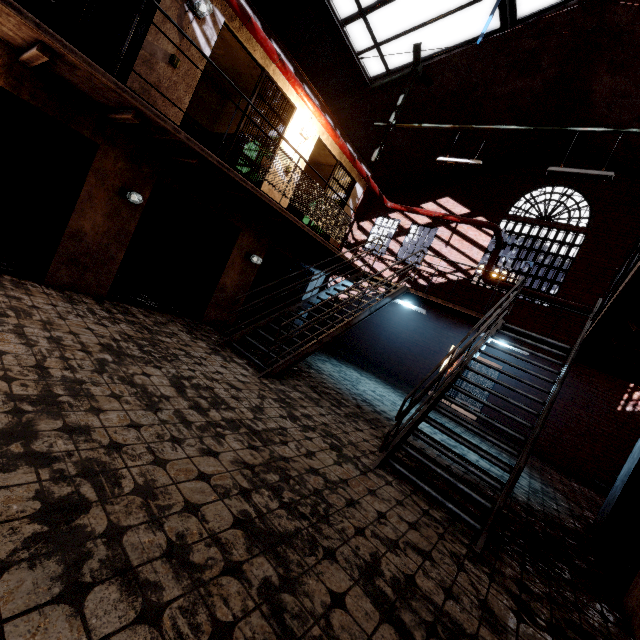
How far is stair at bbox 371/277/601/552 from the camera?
3.8 meters

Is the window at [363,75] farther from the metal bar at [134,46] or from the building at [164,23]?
the metal bar at [134,46]

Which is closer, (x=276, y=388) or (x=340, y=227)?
(x=276, y=388)

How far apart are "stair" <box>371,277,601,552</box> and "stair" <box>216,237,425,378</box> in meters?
2.4 m

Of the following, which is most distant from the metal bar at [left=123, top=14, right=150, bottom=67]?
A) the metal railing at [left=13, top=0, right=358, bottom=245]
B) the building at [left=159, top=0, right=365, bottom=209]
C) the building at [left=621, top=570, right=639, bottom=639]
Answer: the building at [left=621, top=570, right=639, bottom=639]

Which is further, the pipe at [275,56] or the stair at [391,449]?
the pipe at [275,56]

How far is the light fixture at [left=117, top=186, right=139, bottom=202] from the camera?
5.38m

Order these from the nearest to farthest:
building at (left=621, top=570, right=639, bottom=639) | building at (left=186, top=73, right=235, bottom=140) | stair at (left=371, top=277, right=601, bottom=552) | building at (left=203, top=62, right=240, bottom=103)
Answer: building at (left=621, top=570, right=639, bottom=639), stair at (left=371, top=277, right=601, bottom=552), building at (left=203, top=62, right=240, bottom=103), building at (left=186, top=73, right=235, bottom=140)
